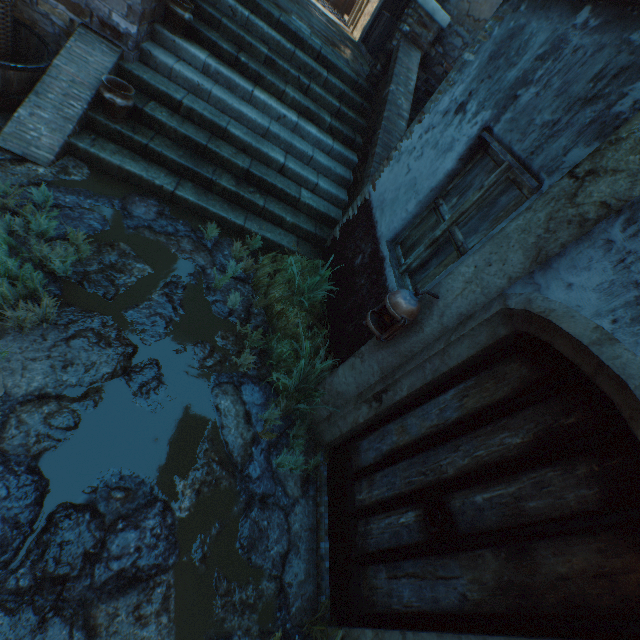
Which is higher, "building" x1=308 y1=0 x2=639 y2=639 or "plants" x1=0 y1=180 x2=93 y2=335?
"building" x1=308 y1=0 x2=639 y2=639

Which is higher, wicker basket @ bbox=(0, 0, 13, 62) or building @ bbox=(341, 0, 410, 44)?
building @ bbox=(341, 0, 410, 44)

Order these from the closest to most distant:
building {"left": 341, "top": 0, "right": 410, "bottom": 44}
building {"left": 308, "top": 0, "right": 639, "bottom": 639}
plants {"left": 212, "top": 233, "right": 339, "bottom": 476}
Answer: building {"left": 308, "top": 0, "right": 639, "bottom": 639}, plants {"left": 212, "top": 233, "right": 339, "bottom": 476}, building {"left": 341, "top": 0, "right": 410, "bottom": 44}

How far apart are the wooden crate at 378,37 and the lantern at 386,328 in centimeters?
1072cm

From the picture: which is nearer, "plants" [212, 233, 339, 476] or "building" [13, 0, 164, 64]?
"plants" [212, 233, 339, 476]

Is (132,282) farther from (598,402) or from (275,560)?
(598,402)

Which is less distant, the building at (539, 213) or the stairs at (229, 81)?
the building at (539, 213)

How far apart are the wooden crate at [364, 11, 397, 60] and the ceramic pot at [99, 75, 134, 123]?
8.54m
